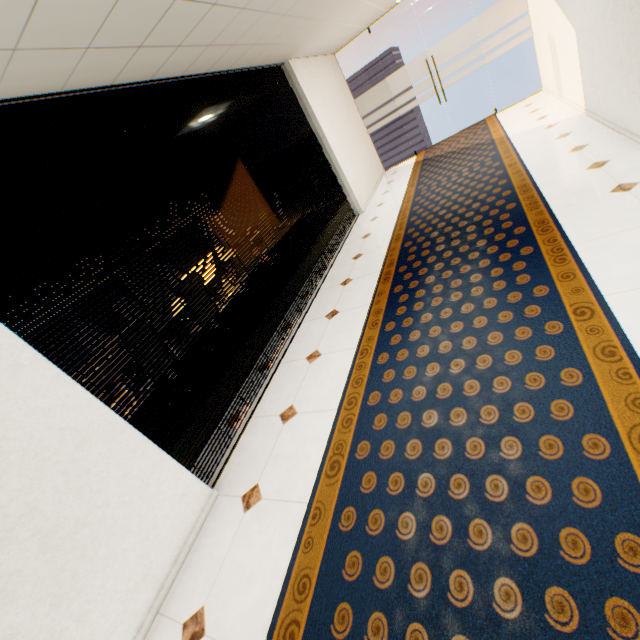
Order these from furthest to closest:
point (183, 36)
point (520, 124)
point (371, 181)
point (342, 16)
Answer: point (371, 181), point (520, 124), point (342, 16), point (183, 36)
